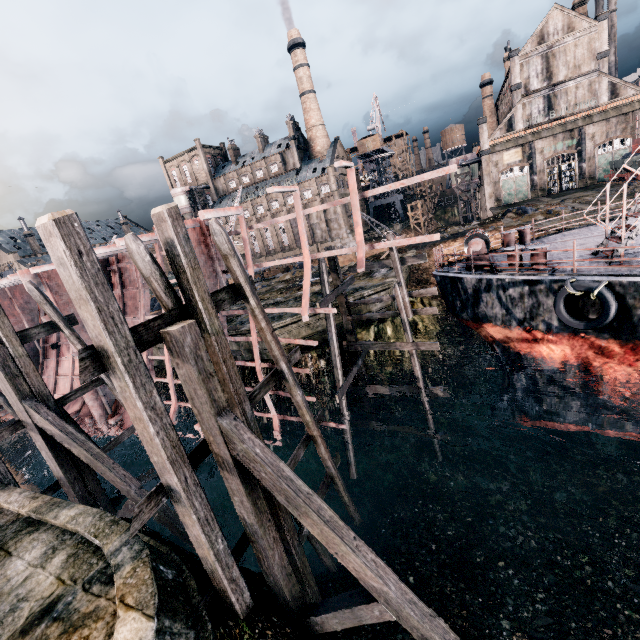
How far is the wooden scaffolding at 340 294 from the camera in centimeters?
1310cm

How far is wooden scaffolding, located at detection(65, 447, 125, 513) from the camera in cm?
1241

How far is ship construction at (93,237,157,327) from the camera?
14.4m

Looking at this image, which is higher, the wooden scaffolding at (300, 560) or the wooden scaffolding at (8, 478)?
the wooden scaffolding at (8, 478)

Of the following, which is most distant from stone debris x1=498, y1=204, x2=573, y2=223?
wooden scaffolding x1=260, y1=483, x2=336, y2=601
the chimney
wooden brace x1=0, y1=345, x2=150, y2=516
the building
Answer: wooden brace x1=0, y1=345, x2=150, y2=516

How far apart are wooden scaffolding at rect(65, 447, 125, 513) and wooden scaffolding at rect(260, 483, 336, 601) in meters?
8.3

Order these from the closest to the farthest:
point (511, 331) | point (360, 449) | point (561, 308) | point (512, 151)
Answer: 1. point (561, 308)
2. point (511, 331)
3. point (360, 449)
4. point (512, 151)

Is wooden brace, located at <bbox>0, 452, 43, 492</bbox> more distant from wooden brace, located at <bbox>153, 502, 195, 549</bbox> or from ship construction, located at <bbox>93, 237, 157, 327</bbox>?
wooden brace, located at <bbox>153, 502, 195, 549</bbox>
